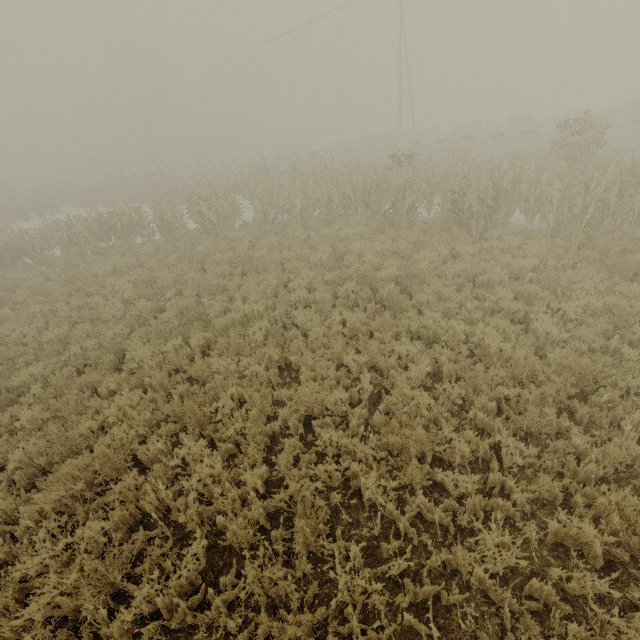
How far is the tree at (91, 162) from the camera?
50.6 meters

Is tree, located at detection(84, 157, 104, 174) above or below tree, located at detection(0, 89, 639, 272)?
above

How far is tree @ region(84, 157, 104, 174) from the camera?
50.56m

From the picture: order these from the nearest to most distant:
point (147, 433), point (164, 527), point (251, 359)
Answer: point (164, 527) < point (147, 433) < point (251, 359)

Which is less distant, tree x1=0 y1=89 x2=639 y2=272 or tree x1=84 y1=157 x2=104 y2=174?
tree x1=0 y1=89 x2=639 y2=272

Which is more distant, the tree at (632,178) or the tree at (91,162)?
the tree at (91,162)
